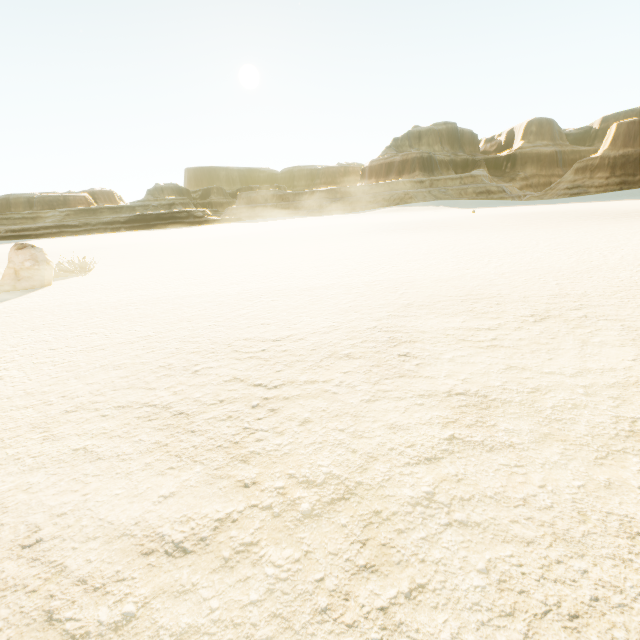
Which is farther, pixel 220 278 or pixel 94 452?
pixel 220 278
